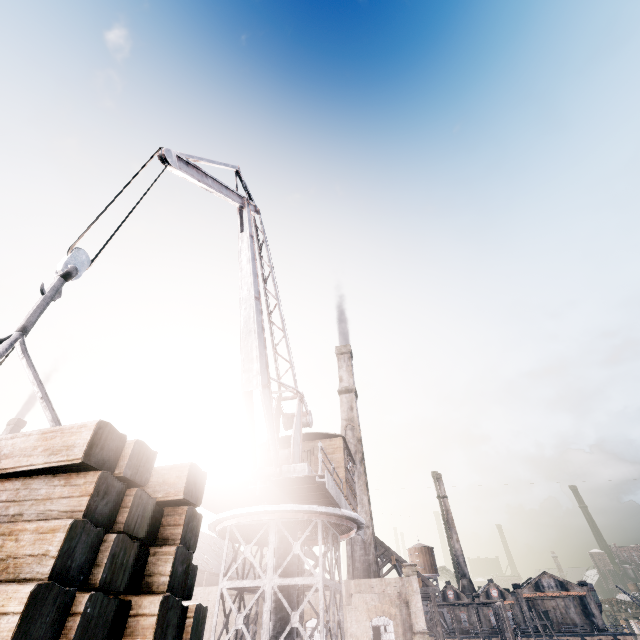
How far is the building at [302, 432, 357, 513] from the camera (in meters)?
17.22

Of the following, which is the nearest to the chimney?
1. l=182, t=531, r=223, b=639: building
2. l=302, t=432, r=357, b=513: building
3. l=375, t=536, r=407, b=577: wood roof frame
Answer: l=375, t=536, r=407, b=577: wood roof frame

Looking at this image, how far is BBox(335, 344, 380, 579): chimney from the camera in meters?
34.1

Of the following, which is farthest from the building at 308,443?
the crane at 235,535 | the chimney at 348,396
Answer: the chimney at 348,396

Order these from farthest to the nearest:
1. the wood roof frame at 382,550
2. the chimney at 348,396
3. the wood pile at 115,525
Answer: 1. the wood roof frame at 382,550
2. the chimney at 348,396
3. the wood pile at 115,525

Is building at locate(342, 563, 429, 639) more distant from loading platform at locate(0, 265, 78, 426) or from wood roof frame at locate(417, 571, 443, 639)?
loading platform at locate(0, 265, 78, 426)

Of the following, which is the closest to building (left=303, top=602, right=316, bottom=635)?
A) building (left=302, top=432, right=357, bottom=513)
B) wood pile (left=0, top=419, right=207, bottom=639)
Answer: building (left=302, top=432, right=357, bottom=513)

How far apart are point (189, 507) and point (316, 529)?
14.1 meters
